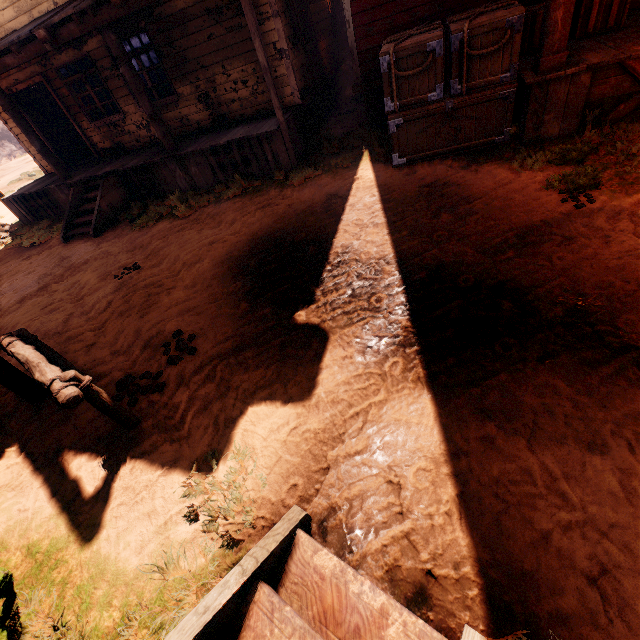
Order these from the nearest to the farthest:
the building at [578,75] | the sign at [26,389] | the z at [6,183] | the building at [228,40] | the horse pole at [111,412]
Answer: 1. the horse pole at [111,412]
2. the sign at [26,389]
3. the building at [578,75]
4. the building at [228,40]
5. the z at [6,183]

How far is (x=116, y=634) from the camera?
2.1 meters

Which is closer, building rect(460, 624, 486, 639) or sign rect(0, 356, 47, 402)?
building rect(460, 624, 486, 639)

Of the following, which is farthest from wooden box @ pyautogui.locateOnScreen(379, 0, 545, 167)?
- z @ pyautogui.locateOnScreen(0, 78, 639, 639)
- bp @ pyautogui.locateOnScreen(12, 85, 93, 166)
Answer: bp @ pyautogui.locateOnScreen(12, 85, 93, 166)

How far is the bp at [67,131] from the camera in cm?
1006

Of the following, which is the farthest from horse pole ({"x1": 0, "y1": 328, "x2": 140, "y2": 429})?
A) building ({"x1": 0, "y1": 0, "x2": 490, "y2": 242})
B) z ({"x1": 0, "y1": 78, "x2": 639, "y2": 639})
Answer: building ({"x1": 0, "y1": 0, "x2": 490, "y2": 242})

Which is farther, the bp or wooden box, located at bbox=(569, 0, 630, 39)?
the bp

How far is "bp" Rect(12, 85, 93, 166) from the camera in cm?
1006
